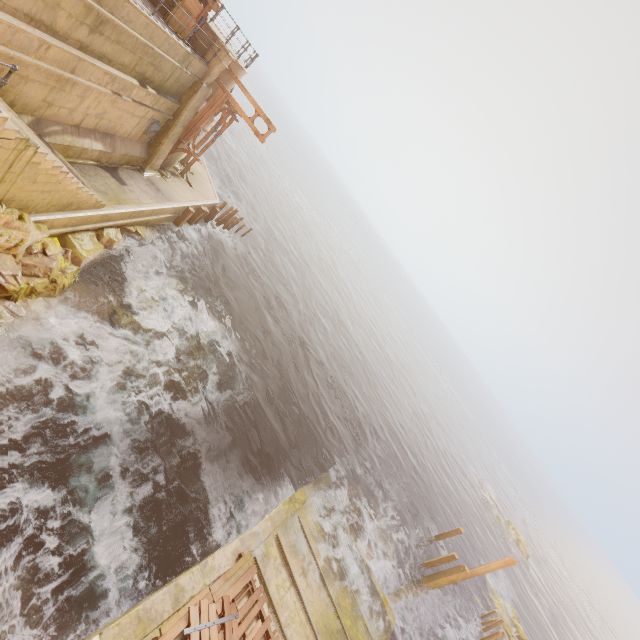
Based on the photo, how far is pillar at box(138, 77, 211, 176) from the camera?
15.1m

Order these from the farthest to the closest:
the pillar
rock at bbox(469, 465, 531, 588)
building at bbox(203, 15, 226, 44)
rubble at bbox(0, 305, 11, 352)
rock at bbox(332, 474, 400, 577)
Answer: rock at bbox(469, 465, 531, 588)
rock at bbox(332, 474, 400, 577)
the pillar
building at bbox(203, 15, 226, 44)
rubble at bbox(0, 305, 11, 352)

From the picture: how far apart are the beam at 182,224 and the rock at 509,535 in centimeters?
5079cm

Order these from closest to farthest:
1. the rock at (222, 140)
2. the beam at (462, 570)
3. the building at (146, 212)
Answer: the building at (146, 212)
the beam at (462, 570)
the rock at (222, 140)

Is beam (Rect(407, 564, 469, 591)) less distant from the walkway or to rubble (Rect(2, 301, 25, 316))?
the walkway

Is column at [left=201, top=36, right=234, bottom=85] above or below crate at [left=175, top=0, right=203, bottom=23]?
below

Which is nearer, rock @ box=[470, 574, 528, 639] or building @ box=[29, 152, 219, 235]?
building @ box=[29, 152, 219, 235]

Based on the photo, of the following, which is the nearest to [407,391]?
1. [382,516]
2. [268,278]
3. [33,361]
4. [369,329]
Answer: [369,329]
